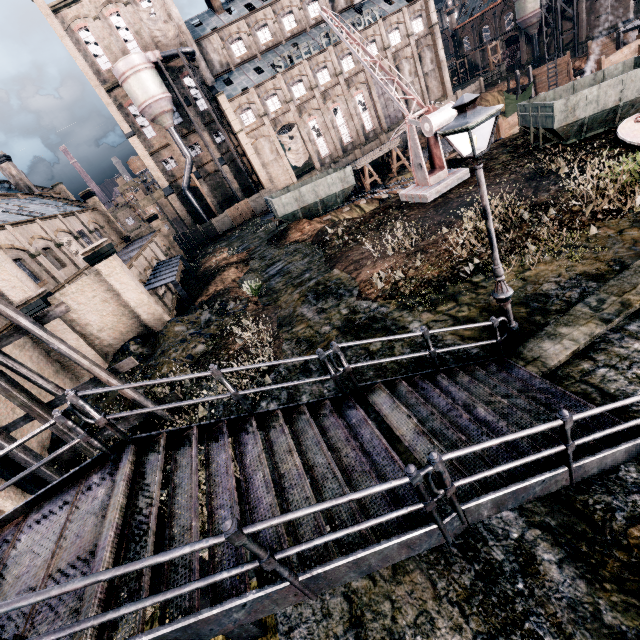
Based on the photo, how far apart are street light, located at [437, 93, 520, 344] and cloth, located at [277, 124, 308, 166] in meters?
50.6

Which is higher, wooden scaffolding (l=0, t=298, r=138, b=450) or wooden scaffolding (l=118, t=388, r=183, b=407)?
wooden scaffolding (l=0, t=298, r=138, b=450)

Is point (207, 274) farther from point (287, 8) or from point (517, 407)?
point (287, 8)

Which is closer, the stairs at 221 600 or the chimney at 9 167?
the stairs at 221 600

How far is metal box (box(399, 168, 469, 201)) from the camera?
18.9 meters

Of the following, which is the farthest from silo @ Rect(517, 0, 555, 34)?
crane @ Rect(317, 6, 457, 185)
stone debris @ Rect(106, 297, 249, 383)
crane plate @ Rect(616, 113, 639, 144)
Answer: stone debris @ Rect(106, 297, 249, 383)

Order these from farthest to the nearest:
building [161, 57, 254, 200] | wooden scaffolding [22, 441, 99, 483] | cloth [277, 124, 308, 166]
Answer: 1. cloth [277, 124, 308, 166]
2. building [161, 57, 254, 200]
3. wooden scaffolding [22, 441, 99, 483]

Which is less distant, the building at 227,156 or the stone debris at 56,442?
the stone debris at 56,442
